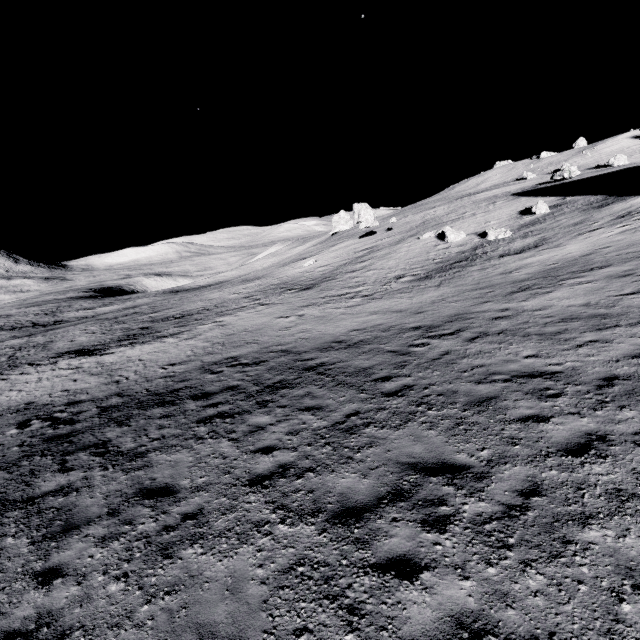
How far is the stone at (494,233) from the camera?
24.61m

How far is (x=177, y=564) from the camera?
5.1 meters

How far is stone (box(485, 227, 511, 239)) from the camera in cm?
2461
